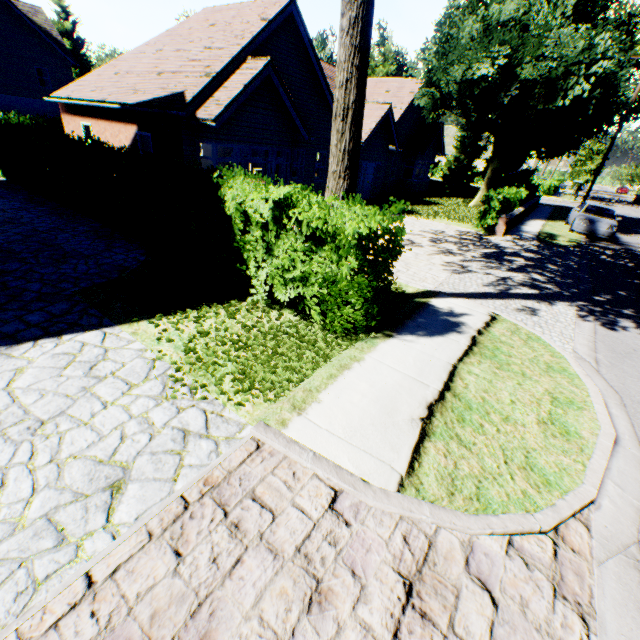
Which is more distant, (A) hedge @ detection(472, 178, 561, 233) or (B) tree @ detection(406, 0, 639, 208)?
(B) tree @ detection(406, 0, 639, 208)

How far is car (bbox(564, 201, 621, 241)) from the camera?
16.92m

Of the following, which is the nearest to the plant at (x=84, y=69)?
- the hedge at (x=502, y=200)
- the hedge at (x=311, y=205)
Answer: the hedge at (x=311, y=205)

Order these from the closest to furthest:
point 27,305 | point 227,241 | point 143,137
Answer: point 27,305
point 227,241
point 143,137

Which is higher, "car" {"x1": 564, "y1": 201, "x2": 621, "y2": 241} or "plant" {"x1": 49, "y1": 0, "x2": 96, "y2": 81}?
"plant" {"x1": 49, "y1": 0, "x2": 96, "y2": 81}

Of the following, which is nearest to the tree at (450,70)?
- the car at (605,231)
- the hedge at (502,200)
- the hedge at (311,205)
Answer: the hedge at (311,205)

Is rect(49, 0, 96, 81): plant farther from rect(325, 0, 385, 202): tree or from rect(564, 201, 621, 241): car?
rect(564, 201, 621, 241): car

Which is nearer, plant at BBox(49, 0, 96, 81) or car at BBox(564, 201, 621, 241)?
car at BBox(564, 201, 621, 241)
